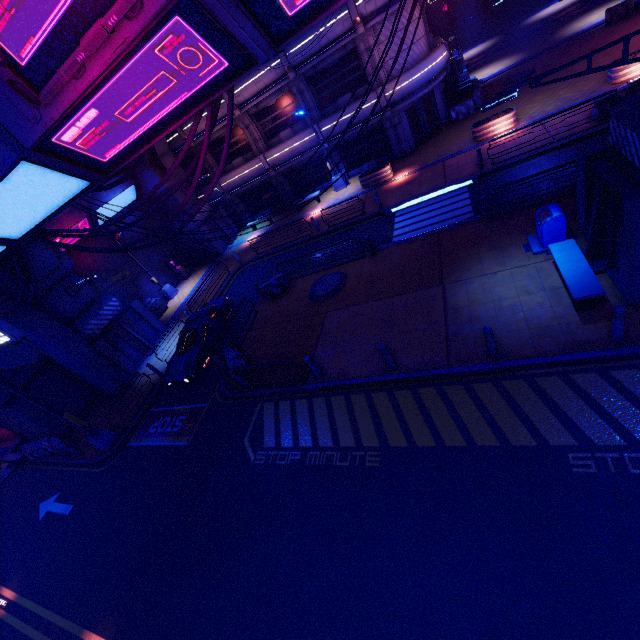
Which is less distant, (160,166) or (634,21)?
(634,21)

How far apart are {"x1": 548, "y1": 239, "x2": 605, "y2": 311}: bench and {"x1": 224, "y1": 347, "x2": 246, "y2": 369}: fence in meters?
11.3

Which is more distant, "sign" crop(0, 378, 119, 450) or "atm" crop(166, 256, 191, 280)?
"atm" crop(166, 256, 191, 280)

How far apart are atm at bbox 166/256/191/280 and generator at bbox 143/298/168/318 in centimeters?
333cm

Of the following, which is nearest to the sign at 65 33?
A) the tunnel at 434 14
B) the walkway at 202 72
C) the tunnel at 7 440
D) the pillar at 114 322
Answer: the walkway at 202 72

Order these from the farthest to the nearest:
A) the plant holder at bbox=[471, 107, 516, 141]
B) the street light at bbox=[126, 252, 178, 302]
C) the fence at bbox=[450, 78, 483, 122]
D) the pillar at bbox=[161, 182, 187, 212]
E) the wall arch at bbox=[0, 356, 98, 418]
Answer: the pillar at bbox=[161, 182, 187, 212], the street light at bbox=[126, 252, 178, 302], the fence at bbox=[450, 78, 483, 122], the plant holder at bbox=[471, 107, 516, 141], the wall arch at bbox=[0, 356, 98, 418]

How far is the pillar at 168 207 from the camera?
26.06m

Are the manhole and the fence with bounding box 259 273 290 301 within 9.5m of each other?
yes
